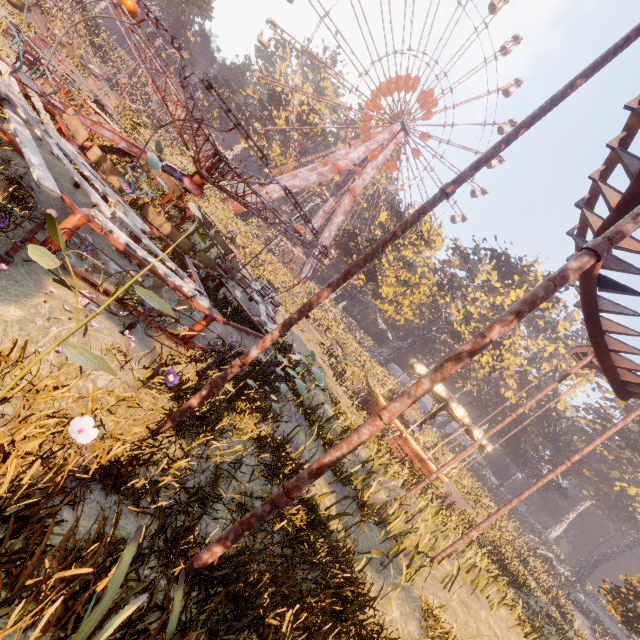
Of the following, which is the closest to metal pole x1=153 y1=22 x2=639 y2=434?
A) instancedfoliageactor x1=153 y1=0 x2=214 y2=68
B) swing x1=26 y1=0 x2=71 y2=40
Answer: swing x1=26 y1=0 x2=71 y2=40

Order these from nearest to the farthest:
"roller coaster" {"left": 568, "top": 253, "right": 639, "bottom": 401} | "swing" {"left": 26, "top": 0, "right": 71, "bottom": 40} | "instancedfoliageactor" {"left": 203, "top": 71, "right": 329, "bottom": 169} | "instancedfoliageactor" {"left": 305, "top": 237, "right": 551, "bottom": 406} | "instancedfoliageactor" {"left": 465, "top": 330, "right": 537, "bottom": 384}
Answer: "roller coaster" {"left": 568, "top": 253, "right": 639, "bottom": 401} < "swing" {"left": 26, "top": 0, "right": 71, "bottom": 40} < "instancedfoliageactor" {"left": 305, "top": 237, "right": 551, "bottom": 406} < "instancedfoliageactor" {"left": 465, "top": 330, "right": 537, "bottom": 384} < "instancedfoliageactor" {"left": 203, "top": 71, "right": 329, "bottom": 169}

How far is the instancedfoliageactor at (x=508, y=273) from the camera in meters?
32.0

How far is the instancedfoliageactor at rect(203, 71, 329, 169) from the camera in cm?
4992

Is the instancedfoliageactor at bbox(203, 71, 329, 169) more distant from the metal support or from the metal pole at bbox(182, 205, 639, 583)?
the metal pole at bbox(182, 205, 639, 583)

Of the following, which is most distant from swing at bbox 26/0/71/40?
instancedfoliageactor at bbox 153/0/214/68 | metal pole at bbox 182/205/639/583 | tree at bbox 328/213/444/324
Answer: metal pole at bbox 182/205/639/583

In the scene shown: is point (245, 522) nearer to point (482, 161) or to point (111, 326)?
point (111, 326)

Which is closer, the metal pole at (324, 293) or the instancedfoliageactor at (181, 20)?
the metal pole at (324, 293)
